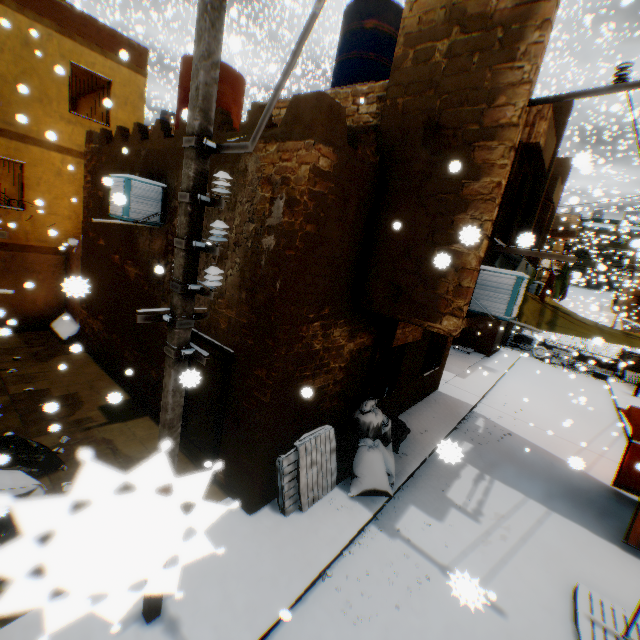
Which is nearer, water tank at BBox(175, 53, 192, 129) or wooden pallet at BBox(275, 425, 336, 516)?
wooden pallet at BBox(275, 425, 336, 516)

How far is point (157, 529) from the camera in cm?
17

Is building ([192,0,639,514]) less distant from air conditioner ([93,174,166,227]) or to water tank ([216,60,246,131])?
air conditioner ([93,174,166,227])

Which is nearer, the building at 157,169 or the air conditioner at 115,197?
the air conditioner at 115,197

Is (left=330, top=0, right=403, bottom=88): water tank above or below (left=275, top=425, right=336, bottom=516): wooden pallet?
above

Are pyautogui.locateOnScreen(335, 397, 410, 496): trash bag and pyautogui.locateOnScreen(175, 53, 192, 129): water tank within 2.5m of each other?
no

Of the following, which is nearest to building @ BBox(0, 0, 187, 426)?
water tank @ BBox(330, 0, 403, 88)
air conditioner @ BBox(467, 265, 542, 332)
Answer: air conditioner @ BBox(467, 265, 542, 332)

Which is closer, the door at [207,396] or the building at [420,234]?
the building at [420,234]
